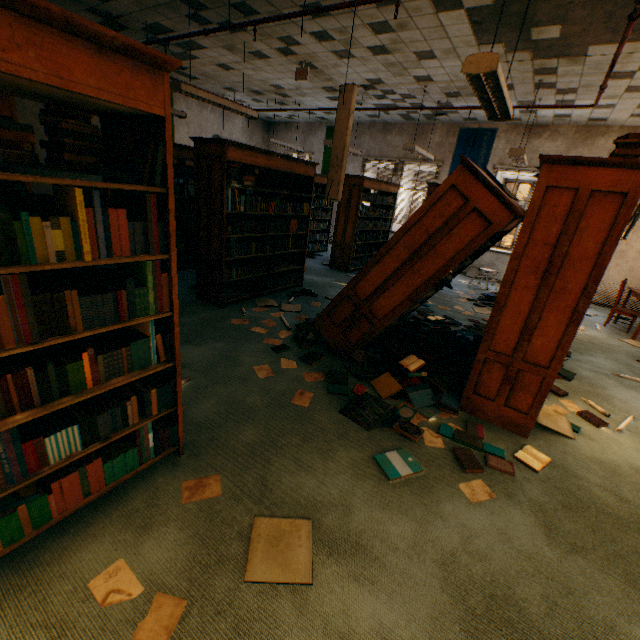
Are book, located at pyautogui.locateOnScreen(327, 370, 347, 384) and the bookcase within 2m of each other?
yes

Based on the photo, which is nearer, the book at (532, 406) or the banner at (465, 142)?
the book at (532, 406)

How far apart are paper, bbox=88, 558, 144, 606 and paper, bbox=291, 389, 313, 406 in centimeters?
162cm

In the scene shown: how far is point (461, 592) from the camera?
1.6m

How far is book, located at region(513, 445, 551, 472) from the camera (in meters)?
2.49

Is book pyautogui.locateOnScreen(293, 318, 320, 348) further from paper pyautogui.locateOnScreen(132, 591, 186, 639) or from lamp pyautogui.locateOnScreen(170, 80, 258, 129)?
lamp pyautogui.locateOnScreen(170, 80, 258, 129)

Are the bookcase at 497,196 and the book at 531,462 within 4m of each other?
yes

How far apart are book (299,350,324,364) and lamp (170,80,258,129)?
4.04m
